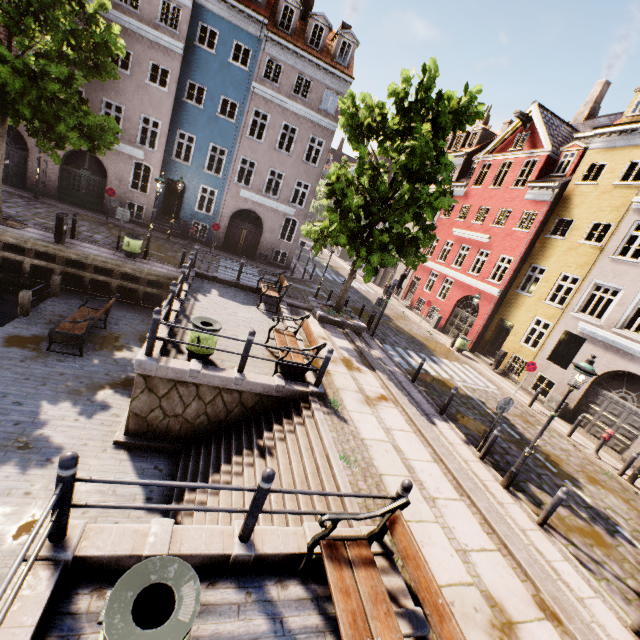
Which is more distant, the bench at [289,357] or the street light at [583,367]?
the bench at [289,357]

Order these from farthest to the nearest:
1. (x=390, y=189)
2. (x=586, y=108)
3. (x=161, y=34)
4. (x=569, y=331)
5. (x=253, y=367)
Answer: (x=586, y=108) < (x=161, y=34) < (x=569, y=331) < (x=390, y=189) < (x=253, y=367)

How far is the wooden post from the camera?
10.2 meters

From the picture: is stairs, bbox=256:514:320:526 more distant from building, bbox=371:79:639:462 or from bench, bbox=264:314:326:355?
building, bbox=371:79:639:462

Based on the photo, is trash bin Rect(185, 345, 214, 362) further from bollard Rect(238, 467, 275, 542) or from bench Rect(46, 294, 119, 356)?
bollard Rect(238, 467, 275, 542)

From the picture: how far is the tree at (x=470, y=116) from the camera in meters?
11.5 m

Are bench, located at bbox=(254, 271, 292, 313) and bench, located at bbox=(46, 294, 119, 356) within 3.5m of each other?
no

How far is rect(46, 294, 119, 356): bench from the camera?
9.2m
